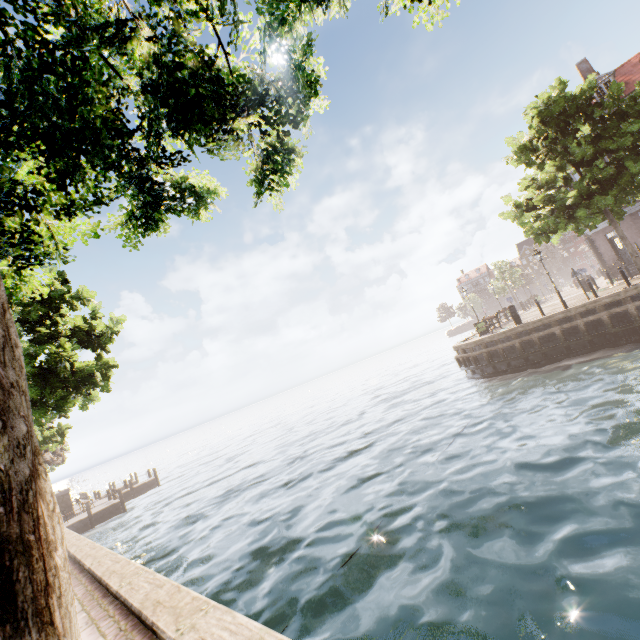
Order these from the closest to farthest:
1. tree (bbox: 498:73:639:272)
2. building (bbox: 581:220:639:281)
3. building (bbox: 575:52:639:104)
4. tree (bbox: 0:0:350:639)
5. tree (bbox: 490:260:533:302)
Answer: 1. tree (bbox: 0:0:350:639)
2. tree (bbox: 498:73:639:272)
3. building (bbox: 575:52:639:104)
4. building (bbox: 581:220:639:281)
5. tree (bbox: 490:260:533:302)

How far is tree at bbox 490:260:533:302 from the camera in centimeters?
4562cm

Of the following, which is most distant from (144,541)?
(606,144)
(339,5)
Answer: (606,144)

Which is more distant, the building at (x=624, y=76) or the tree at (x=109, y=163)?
the building at (x=624, y=76)

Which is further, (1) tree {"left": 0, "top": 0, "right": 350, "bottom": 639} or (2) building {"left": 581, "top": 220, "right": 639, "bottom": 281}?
(2) building {"left": 581, "top": 220, "right": 639, "bottom": 281}

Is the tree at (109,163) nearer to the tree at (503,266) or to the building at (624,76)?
the building at (624,76)

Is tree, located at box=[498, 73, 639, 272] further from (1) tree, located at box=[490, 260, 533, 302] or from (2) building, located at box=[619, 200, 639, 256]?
(1) tree, located at box=[490, 260, 533, 302]
